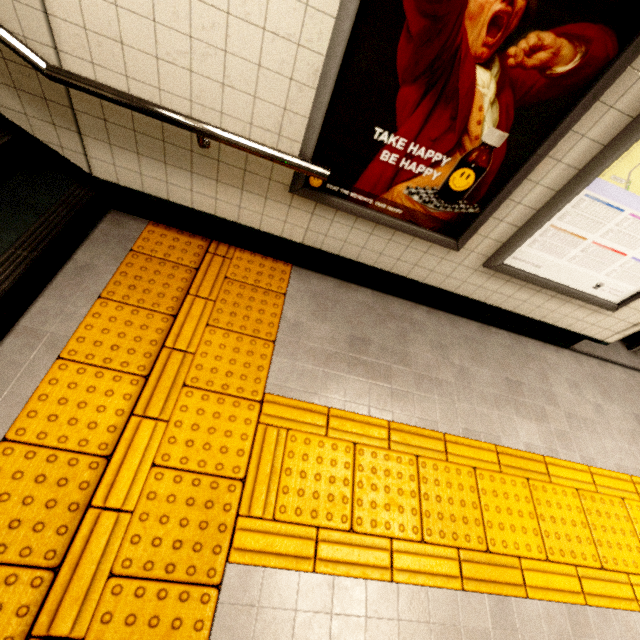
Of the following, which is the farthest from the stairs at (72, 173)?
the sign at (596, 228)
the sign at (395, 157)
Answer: the sign at (596, 228)

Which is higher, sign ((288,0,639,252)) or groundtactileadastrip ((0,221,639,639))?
sign ((288,0,639,252))

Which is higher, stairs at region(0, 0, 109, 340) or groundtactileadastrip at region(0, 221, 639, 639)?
stairs at region(0, 0, 109, 340)

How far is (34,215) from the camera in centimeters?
201cm

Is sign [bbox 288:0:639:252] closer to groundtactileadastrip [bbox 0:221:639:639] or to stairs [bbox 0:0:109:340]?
groundtactileadastrip [bbox 0:221:639:639]

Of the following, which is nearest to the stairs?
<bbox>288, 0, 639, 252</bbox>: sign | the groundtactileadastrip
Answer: the groundtactileadastrip

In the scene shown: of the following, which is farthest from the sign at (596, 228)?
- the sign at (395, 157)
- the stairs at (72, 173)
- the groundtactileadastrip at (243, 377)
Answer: the stairs at (72, 173)

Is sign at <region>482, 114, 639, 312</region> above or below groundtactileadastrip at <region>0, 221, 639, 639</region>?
above
